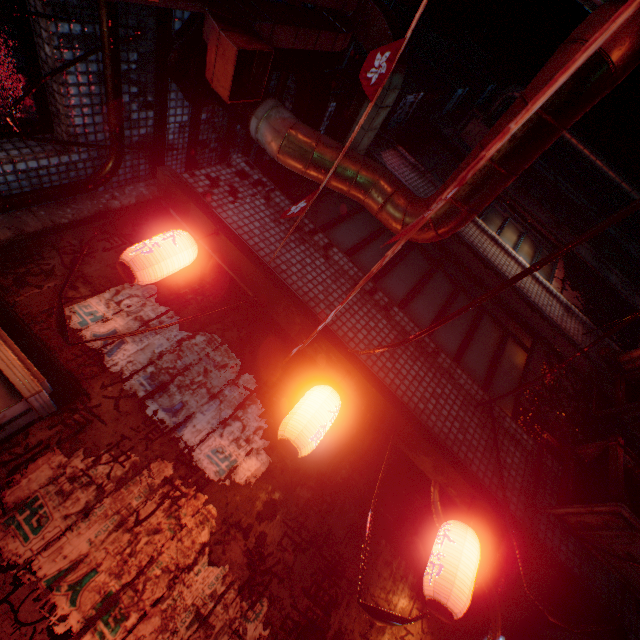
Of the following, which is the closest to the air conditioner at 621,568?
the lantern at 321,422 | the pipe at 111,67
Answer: the lantern at 321,422

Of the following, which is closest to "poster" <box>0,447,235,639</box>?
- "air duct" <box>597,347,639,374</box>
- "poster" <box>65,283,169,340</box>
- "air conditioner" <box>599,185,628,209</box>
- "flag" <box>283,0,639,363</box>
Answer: "poster" <box>65,283,169,340</box>

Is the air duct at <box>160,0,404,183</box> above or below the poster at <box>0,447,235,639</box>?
above

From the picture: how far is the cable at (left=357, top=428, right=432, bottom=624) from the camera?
1.8 meters

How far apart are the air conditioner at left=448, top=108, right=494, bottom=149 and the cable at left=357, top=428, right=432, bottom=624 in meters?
6.1 m

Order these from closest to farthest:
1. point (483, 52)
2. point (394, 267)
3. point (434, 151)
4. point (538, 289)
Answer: point (394, 267) < point (538, 289) < point (434, 151) < point (483, 52)

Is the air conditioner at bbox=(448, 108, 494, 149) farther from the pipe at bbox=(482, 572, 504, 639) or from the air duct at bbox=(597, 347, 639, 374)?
the pipe at bbox=(482, 572, 504, 639)

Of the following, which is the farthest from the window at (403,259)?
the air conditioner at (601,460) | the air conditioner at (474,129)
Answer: the air conditioner at (474,129)
